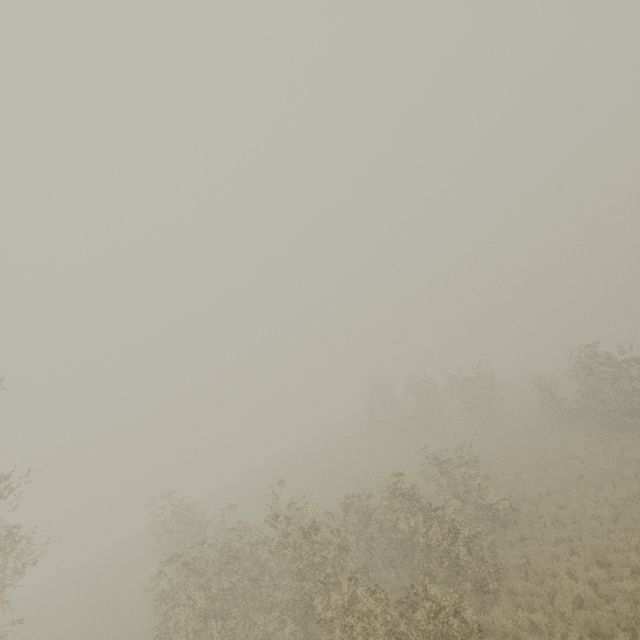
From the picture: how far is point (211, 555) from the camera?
13.20m
